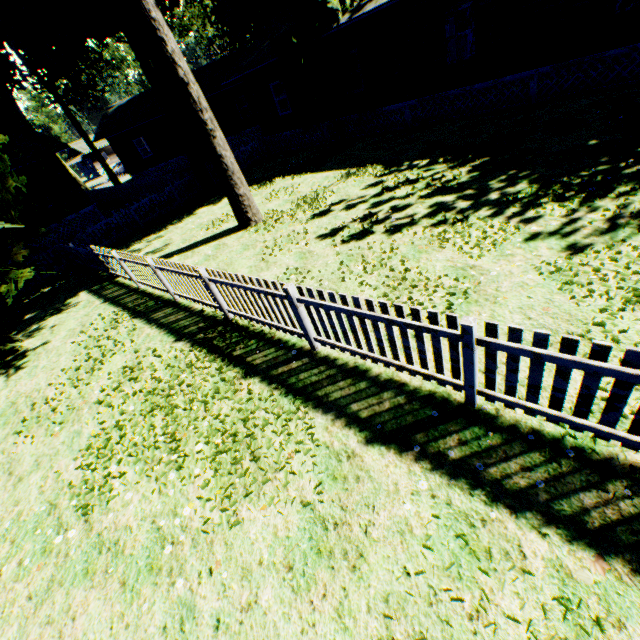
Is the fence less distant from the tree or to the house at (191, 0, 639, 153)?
the house at (191, 0, 639, 153)

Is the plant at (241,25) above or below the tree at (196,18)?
below

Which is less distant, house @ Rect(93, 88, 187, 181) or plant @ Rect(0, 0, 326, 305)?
plant @ Rect(0, 0, 326, 305)

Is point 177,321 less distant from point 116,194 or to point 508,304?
point 508,304

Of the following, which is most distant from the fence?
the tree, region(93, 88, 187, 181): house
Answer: the tree

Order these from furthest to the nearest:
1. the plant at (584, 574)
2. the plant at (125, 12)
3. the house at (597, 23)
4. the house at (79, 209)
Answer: the house at (79, 209) → the house at (597, 23) → the plant at (125, 12) → the plant at (584, 574)

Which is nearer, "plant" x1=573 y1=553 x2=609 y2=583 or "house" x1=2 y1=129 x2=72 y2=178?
"plant" x1=573 y1=553 x2=609 y2=583

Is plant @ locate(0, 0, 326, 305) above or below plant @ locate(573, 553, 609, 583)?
above
